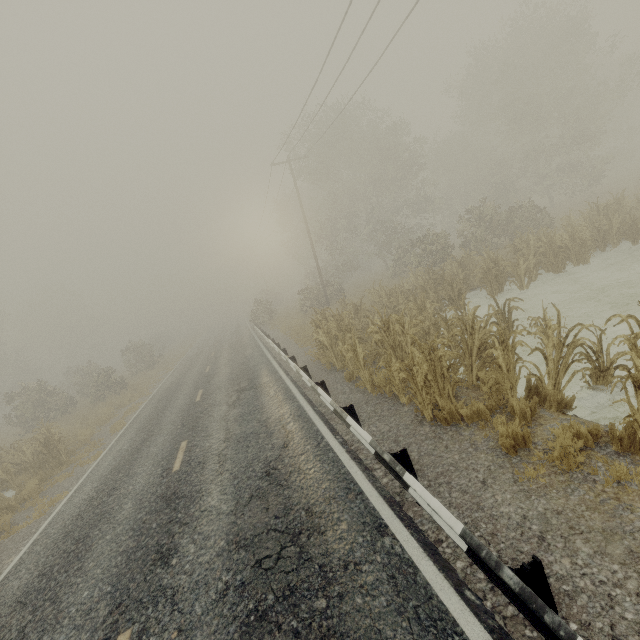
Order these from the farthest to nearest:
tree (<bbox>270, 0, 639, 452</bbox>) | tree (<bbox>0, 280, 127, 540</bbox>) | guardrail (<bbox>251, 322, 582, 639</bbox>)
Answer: tree (<bbox>0, 280, 127, 540</bbox>) → tree (<bbox>270, 0, 639, 452</bbox>) → guardrail (<bbox>251, 322, 582, 639</bbox>)

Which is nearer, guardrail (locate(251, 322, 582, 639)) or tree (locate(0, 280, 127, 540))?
guardrail (locate(251, 322, 582, 639))

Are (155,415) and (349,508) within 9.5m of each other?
no

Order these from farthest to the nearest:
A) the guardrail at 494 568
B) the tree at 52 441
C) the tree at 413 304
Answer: the tree at 52 441
the tree at 413 304
the guardrail at 494 568

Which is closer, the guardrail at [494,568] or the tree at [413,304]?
the guardrail at [494,568]

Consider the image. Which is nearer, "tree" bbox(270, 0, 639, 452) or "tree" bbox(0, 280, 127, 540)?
"tree" bbox(270, 0, 639, 452)
